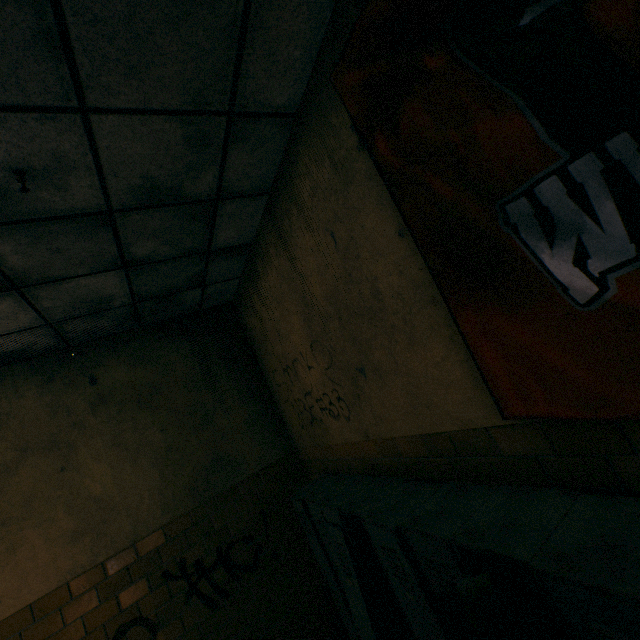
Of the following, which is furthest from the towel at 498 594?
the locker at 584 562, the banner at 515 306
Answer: the banner at 515 306

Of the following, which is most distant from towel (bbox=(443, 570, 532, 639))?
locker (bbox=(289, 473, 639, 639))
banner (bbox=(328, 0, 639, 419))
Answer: banner (bbox=(328, 0, 639, 419))

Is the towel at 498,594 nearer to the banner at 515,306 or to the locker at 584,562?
the locker at 584,562

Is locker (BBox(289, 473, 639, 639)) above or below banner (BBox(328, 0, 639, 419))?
below

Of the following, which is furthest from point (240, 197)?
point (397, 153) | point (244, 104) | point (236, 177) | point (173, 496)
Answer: point (173, 496)

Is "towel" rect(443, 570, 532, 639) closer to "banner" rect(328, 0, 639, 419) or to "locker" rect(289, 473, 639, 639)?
"locker" rect(289, 473, 639, 639)

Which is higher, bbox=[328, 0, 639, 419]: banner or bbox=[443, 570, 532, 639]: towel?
bbox=[328, 0, 639, 419]: banner
